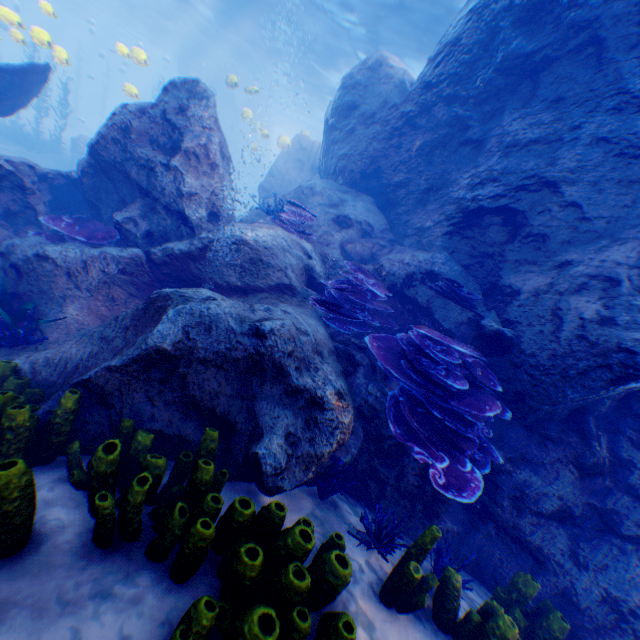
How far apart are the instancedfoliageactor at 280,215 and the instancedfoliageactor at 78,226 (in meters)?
3.02

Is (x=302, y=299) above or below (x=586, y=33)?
below

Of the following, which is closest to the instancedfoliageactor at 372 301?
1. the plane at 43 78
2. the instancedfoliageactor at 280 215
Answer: the instancedfoliageactor at 280 215

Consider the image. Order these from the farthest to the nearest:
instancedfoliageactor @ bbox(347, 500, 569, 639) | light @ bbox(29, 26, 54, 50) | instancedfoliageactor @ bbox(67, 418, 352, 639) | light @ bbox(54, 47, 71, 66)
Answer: light @ bbox(54, 47, 71, 66) → light @ bbox(29, 26, 54, 50) → instancedfoliageactor @ bbox(347, 500, 569, 639) → instancedfoliageactor @ bbox(67, 418, 352, 639)

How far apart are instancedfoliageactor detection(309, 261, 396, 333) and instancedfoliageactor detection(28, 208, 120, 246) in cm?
363

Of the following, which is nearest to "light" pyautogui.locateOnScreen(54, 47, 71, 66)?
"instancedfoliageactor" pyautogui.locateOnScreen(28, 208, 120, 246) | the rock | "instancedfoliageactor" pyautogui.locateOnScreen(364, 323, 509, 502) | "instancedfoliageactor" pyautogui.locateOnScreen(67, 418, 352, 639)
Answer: the rock

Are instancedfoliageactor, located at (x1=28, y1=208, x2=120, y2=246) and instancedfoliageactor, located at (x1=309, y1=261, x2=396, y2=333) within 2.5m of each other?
no

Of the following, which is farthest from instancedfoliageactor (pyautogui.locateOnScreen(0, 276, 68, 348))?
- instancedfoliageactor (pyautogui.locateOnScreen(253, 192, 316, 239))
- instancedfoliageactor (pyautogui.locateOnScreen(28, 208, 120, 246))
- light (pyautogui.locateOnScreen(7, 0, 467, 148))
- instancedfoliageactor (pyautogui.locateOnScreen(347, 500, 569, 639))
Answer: light (pyautogui.locateOnScreen(7, 0, 467, 148))
